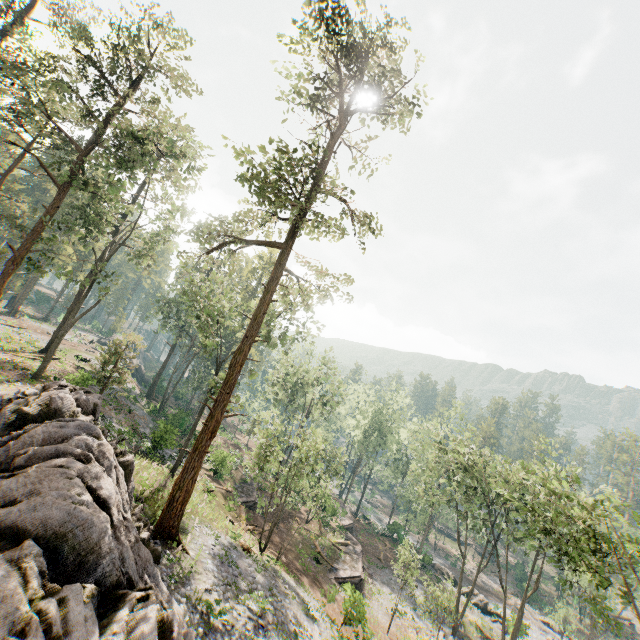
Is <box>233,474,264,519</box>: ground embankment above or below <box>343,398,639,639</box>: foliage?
below

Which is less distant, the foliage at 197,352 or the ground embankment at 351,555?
the foliage at 197,352

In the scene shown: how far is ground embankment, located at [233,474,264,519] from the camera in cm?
3146

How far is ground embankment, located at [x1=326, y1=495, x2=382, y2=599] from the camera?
29.5 meters

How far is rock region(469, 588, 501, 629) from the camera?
38.6m

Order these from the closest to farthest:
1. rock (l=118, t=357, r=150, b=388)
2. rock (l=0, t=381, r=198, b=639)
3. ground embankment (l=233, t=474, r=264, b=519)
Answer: rock (l=0, t=381, r=198, b=639)
ground embankment (l=233, t=474, r=264, b=519)
rock (l=118, t=357, r=150, b=388)

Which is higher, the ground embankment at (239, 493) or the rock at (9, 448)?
the rock at (9, 448)

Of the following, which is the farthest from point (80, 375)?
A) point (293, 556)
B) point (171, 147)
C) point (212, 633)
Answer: point (293, 556)
